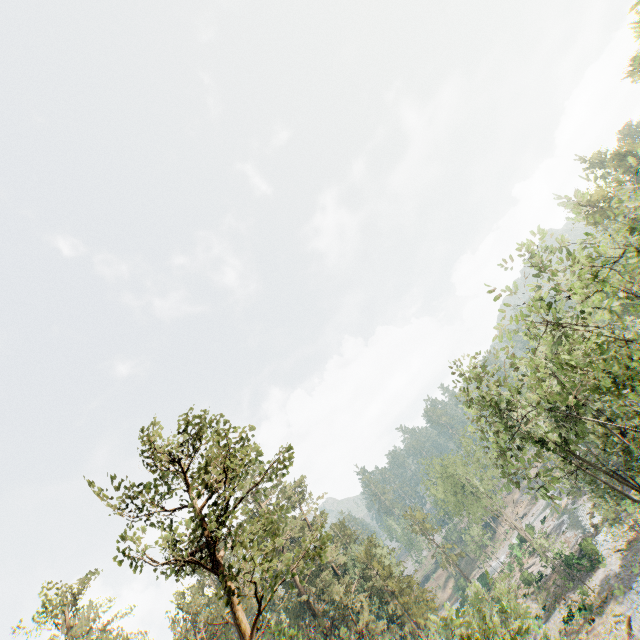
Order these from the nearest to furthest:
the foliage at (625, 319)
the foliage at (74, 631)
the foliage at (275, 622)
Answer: the foliage at (275, 622) < the foliage at (625, 319) < the foliage at (74, 631)

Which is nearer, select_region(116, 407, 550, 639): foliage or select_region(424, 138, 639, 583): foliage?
select_region(116, 407, 550, 639): foliage

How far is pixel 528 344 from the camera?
43.8m

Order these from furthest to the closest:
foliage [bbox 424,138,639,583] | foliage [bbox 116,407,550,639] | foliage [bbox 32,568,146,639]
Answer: foliage [bbox 32,568,146,639] < foliage [bbox 424,138,639,583] < foliage [bbox 116,407,550,639]

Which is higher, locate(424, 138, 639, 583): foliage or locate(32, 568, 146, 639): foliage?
locate(32, 568, 146, 639): foliage

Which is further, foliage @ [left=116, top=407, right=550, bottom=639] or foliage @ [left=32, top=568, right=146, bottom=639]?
foliage @ [left=32, top=568, right=146, bottom=639]

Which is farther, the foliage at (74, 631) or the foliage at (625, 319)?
the foliage at (74, 631)
